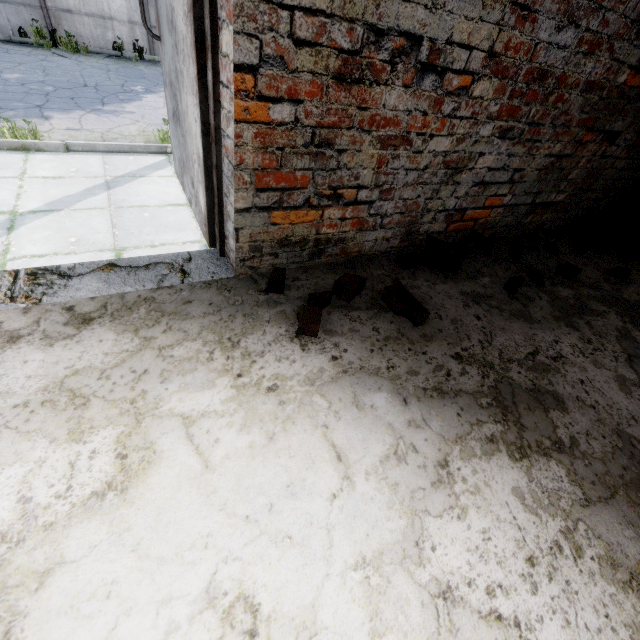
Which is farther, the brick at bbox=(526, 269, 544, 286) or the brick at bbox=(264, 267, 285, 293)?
the brick at bbox=(526, 269, 544, 286)

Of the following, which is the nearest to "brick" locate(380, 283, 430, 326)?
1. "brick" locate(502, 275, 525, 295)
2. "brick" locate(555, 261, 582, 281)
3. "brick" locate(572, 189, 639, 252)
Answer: "brick" locate(502, 275, 525, 295)

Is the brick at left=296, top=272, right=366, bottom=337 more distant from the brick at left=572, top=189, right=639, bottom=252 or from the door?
the brick at left=572, top=189, right=639, bottom=252

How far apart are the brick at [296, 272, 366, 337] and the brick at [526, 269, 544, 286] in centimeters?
166cm

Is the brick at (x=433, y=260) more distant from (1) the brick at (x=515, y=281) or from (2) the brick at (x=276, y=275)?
(2) the brick at (x=276, y=275)

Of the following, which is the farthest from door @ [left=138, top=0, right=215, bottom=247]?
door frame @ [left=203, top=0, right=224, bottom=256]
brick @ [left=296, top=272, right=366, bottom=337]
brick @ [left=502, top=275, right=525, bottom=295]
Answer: brick @ [left=502, top=275, right=525, bottom=295]

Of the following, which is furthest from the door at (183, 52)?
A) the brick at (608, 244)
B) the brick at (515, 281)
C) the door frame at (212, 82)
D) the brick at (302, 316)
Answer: the brick at (608, 244)

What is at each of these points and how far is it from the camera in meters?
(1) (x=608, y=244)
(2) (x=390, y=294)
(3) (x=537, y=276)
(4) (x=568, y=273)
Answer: (1) brick, 3.0
(2) brick, 1.9
(3) brick, 2.4
(4) brick, 2.5
